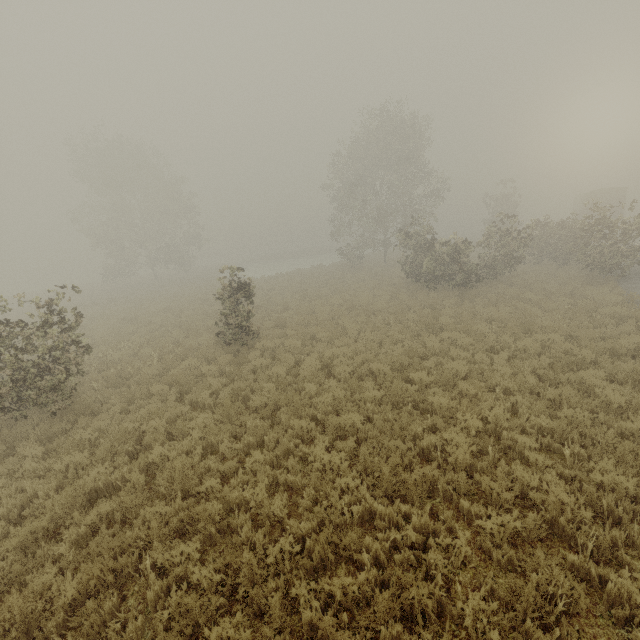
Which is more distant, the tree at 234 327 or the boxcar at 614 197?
the boxcar at 614 197

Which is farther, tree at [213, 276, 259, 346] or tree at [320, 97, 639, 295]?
tree at [320, 97, 639, 295]

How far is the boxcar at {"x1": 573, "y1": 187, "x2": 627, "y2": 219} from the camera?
34.91m

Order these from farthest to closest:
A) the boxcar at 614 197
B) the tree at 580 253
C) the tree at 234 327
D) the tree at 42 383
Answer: the boxcar at 614 197 < the tree at 580 253 < the tree at 234 327 < the tree at 42 383

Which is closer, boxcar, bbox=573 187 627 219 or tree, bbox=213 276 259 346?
tree, bbox=213 276 259 346

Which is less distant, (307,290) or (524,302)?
(524,302)

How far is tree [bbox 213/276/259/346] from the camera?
13.0 meters

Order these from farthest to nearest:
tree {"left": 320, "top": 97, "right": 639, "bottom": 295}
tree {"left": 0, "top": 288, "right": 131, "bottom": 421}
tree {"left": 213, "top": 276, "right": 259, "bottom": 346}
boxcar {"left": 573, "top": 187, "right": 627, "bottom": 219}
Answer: boxcar {"left": 573, "top": 187, "right": 627, "bottom": 219}, tree {"left": 320, "top": 97, "right": 639, "bottom": 295}, tree {"left": 213, "top": 276, "right": 259, "bottom": 346}, tree {"left": 0, "top": 288, "right": 131, "bottom": 421}
